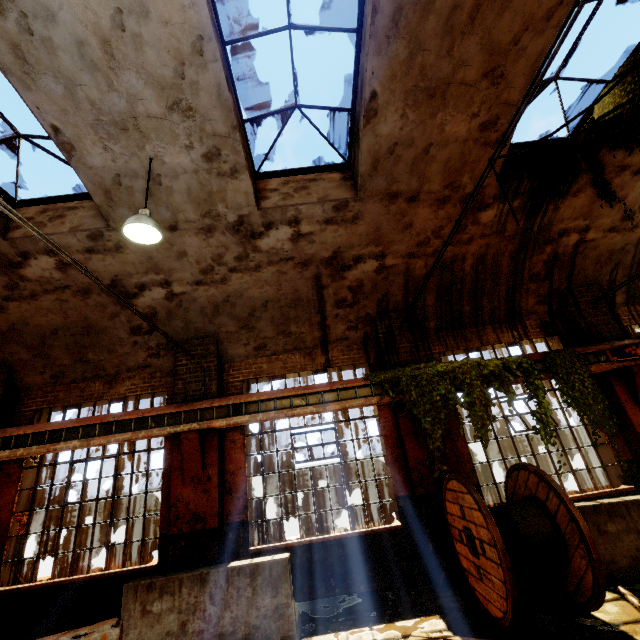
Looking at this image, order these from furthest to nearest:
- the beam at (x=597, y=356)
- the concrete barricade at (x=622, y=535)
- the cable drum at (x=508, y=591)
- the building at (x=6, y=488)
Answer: the beam at (x=597, y=356), the building at (x=6, y=488), the concrete barricade at (x=622, y=535), the cable drum at (x=508, y=591)

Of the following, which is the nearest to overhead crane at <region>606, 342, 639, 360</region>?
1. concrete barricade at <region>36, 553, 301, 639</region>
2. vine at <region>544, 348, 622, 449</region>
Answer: vine at <region>544, 348, 622, 449</region>

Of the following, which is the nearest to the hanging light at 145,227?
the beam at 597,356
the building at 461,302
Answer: the building at 461,302

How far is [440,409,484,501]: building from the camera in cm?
673

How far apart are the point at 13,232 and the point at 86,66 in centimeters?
394cm

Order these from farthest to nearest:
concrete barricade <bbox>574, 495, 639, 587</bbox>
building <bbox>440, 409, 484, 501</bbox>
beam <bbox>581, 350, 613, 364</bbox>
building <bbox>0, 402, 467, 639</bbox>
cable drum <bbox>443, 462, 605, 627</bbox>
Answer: A: beam <bbox>581, 350, 613, 364</bbox>, building <bbox>440, 409, 484, 501</bbox>, building <bbox>0, 402, 467, 639</bbox>, concrete barricade <bbox>574, 495, 639, 587</bbox>, cable drum <bbox>443, 462, 605, 627</bbox>

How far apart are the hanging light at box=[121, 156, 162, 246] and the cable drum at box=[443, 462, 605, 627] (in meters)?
5.97

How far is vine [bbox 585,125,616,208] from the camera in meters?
6.4 m
